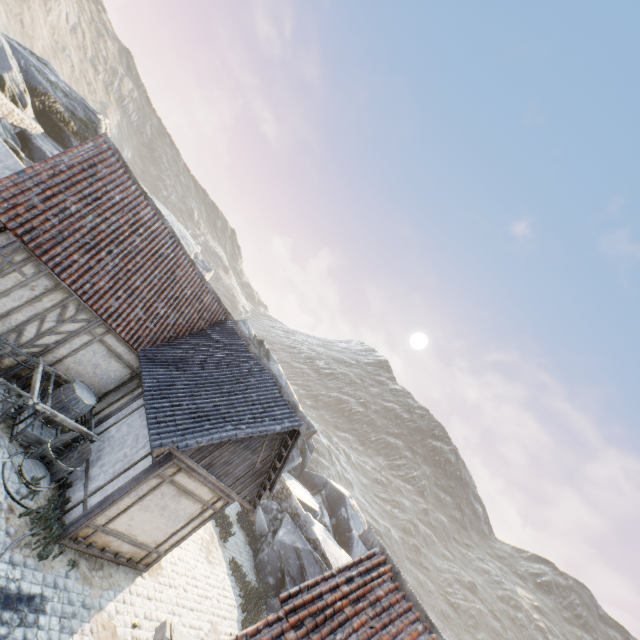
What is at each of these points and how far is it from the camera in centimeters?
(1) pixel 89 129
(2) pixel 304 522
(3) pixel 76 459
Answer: (1) rock, 2478cm
(2) stone column, 1862cm
(3) barrel, 838cm

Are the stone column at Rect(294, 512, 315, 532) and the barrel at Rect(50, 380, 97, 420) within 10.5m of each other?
no

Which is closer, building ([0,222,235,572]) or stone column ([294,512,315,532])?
building ([0,222,235,572])

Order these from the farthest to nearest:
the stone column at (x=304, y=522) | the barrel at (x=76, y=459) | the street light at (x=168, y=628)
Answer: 1. the stone column at (x=304, y=522)
2. the barrel at (x=76, y=459)
3. the street light at (x=168, y=628)

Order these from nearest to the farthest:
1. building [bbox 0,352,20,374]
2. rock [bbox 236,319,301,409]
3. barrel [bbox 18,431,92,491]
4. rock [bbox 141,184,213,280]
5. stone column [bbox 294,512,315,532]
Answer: barrel [bbox 18,431,92,491] → building [bbox 0,352,20,374] → stone column [bbox 294,512,315,532] → rock [bbox 141,184,213,280] → rock [bbox 236,319,301,409]

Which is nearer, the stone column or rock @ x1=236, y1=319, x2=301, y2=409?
the stone column

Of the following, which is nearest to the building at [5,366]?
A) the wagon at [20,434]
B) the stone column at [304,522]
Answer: the wagon at [20,434]

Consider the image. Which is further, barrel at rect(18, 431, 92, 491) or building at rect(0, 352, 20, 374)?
building at rect(0, 352, 20, 374)
